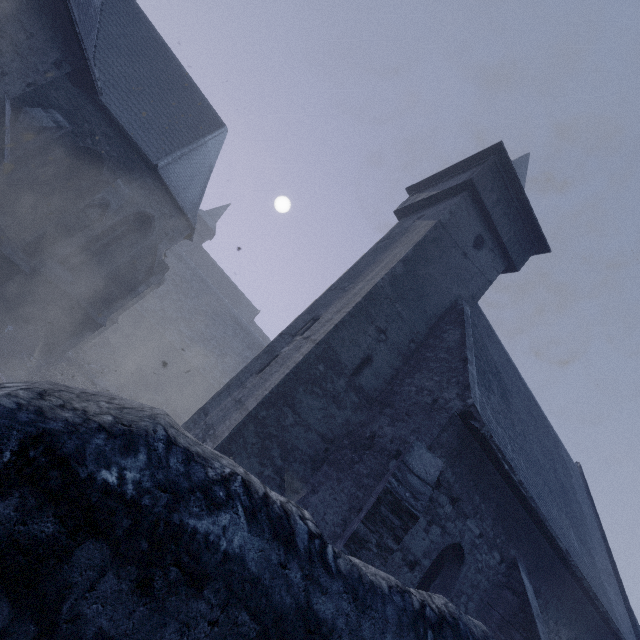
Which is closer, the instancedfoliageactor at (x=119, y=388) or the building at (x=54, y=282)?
the building at (x=54, y=282)

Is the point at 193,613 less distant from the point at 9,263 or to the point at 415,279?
the point at 415,279

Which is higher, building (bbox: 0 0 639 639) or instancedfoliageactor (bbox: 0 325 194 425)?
building (bbox: 0 0 639 639)

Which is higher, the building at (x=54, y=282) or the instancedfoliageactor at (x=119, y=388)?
the building at (x=54, y=282)

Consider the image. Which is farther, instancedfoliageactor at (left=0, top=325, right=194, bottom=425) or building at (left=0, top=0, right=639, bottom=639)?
instancedfoliageactor at (left=0, top=325, right=194, bottom=425)
